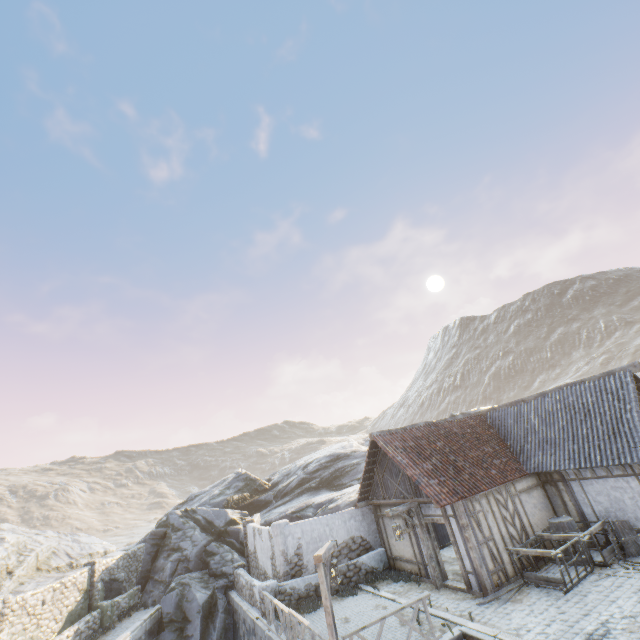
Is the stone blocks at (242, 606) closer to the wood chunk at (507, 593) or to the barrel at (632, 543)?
the wood chunk at (507, 593)

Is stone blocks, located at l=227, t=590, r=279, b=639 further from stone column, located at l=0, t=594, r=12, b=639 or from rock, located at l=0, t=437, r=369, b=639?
stone column, located at l=0, t=594, r=12, b=639

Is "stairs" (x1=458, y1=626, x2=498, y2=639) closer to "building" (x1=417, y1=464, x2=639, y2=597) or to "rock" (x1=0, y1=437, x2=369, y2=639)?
"building" (x1=417, y1=464, x2=639, y2=597)

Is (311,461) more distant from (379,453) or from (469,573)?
(469,573)

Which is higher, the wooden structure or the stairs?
the wooden structure

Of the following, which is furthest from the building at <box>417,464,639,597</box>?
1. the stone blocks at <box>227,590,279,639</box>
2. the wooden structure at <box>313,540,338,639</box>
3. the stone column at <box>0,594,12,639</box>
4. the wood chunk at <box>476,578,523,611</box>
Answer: the stone column at <box>0,594,12,639</box>

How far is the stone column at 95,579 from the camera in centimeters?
1705cm

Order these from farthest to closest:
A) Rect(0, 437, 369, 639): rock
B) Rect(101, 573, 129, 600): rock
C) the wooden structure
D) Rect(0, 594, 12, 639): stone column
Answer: Rect(101, 573, 129, 600): rock, Rect(0, 437, 369, 639): rock, Rect(0, 594, 12, 639): stone column, the wooden structure
